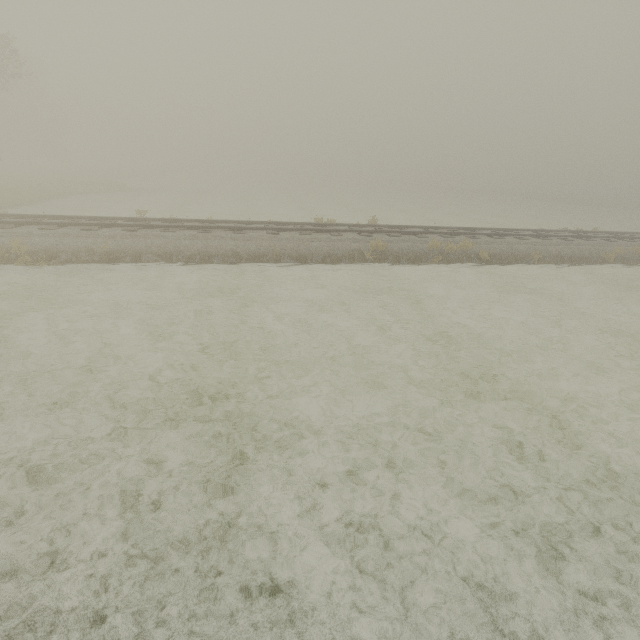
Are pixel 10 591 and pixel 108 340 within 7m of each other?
yes
